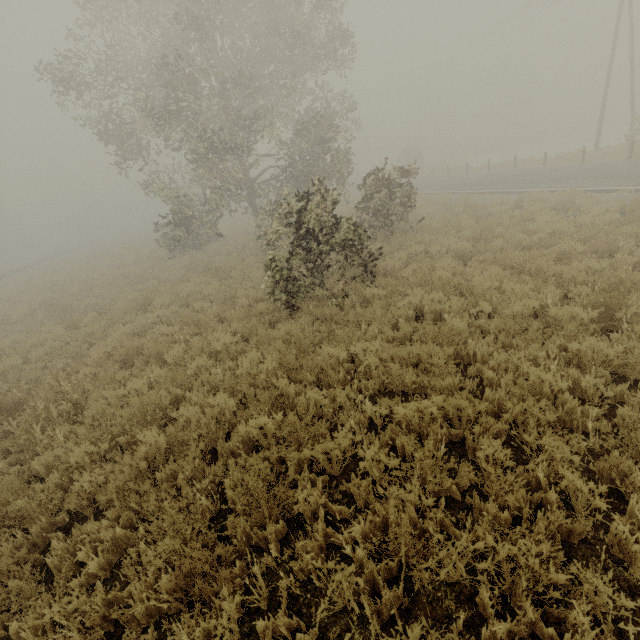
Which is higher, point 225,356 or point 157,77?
point 157,77
